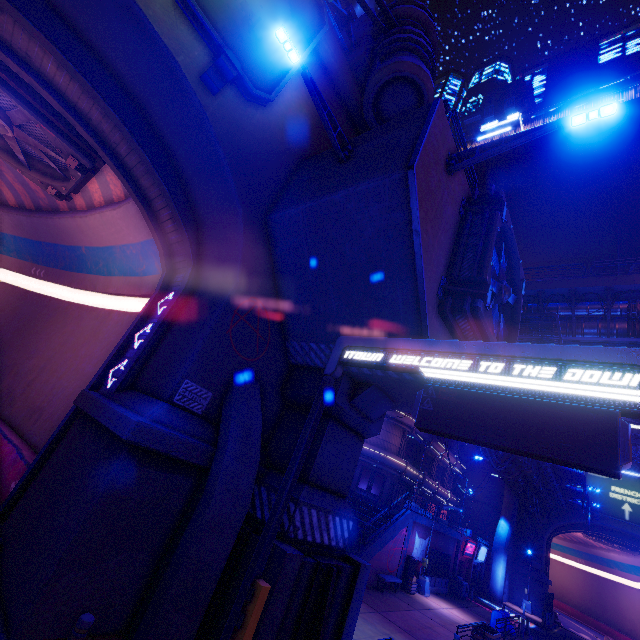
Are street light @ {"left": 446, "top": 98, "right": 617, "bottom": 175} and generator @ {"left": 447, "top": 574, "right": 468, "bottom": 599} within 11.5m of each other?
no

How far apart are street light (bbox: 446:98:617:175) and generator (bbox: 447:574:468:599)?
32.7m

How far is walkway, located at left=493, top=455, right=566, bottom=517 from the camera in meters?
26.1

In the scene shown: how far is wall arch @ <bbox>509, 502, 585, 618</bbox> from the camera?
37.69m

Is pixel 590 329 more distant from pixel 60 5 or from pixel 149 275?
pixel 60 5

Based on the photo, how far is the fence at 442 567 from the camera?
24.6m

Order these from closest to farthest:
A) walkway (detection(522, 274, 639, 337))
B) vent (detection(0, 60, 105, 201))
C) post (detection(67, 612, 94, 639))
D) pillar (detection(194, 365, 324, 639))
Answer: post (detection(67, 612, 94, 639)) → pillar (detection(194, 365, 324, 639)) → vent (detection(0, 60, 105, 201)) → walkway (detection(522, 274, 639, 337))

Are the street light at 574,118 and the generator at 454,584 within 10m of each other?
no
